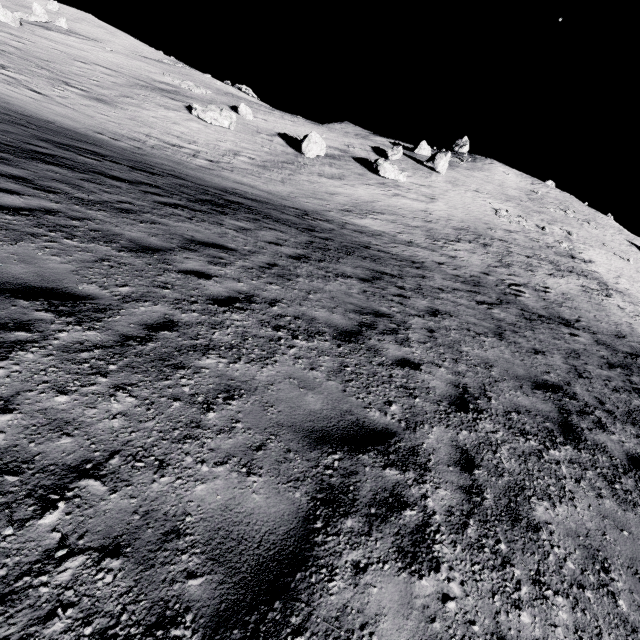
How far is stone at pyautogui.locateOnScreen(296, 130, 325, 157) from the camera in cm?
2928

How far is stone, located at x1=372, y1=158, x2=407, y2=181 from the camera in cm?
3136

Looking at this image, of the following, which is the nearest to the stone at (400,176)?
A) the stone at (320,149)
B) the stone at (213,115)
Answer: the stone at (320,149)

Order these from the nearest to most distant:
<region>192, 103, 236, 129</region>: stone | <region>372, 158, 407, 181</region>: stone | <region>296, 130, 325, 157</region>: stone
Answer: <region>192, 103, 236, 129</region>: stone
<region>296, 130, 325, 157</region>: stone
<region>372, 158, 407, 181</region>: stone

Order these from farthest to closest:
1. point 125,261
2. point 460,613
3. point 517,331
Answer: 1. point 517,331
2. point 125,261
3. point 460,613

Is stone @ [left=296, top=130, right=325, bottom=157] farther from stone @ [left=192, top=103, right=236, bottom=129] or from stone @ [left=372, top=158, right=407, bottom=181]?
stone @ [left=192, top=103, right=236, bottom=129]

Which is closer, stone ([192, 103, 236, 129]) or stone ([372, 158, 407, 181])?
stone ([192, 103, 236, 129])

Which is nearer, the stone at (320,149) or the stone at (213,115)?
the stone at (213,115)
